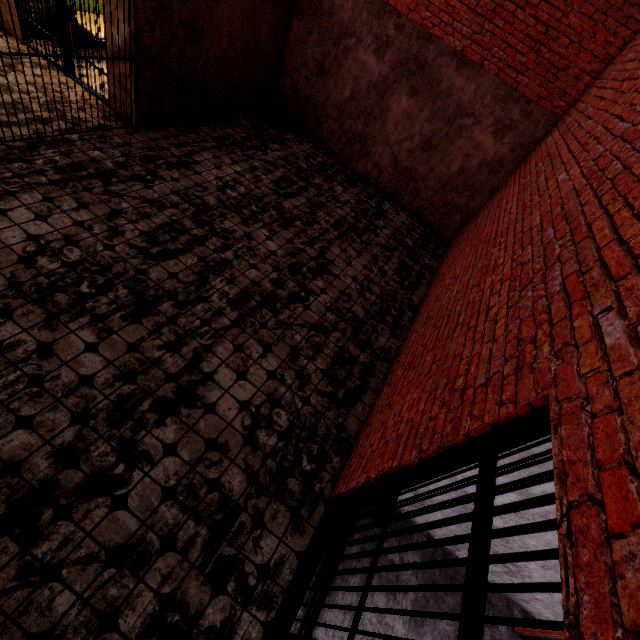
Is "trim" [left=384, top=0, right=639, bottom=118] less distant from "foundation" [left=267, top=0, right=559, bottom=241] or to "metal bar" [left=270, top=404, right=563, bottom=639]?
"foundation" [left=267, top=0, right=559, bottom=241]

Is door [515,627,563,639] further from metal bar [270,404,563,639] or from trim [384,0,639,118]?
trim [384,0,639,118]

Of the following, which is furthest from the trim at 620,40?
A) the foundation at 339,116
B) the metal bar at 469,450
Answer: the metal bar at 469,450

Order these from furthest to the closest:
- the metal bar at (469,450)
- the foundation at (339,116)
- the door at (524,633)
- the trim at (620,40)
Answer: the foundation at (339,116), the trim at (620,40), the door at (524,633), the metal bar at (469,450)

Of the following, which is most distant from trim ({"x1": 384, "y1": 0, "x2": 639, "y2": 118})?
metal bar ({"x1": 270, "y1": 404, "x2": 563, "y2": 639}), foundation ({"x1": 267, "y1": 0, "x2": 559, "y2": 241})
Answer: metal bar ({"x1": 270, "y1": 404, "x2": 563, "y2": 639})

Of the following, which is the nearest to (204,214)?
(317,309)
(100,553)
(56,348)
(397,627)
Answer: (317,309)

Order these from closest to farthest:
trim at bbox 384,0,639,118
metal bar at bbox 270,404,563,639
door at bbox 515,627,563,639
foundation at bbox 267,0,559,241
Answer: metal bar at bbox 270,404,563,639
door at bbox 515,627,563,639
trim at bbox 384,0,639,118
foundation at bbox 267,0,559,241

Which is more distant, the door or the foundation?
the foundation
